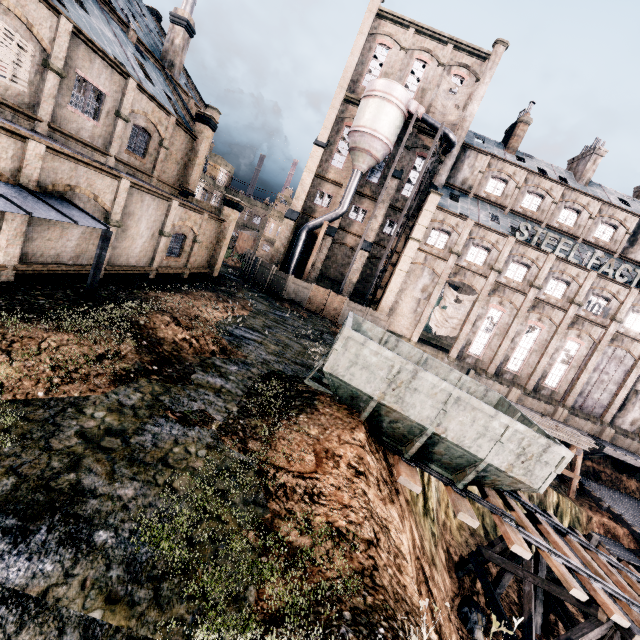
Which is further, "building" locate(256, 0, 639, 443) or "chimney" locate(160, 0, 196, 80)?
"building" locate(256, 0, 639, 443)

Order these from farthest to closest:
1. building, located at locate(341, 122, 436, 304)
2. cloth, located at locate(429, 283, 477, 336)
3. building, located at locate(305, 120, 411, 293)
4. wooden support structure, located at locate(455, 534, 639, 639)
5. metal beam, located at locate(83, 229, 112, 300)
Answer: building, located at locate(305, 120, 411, 293) → building, located at locate(341, 122, 436, 304) → cloth, located at locate(429, 283, 477, 336) → metal beam, located at locate(83, 229, 112, 300) → wooden support structure, located at locate(455, 534, 639, 639)

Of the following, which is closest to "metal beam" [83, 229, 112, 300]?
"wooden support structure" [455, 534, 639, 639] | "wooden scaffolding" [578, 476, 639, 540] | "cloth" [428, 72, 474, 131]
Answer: "wooden support structure" [455, 534, 639, 639]

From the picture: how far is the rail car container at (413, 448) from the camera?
10.1 meters

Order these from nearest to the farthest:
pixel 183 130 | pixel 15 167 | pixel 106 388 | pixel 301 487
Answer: pixel 301 487 → pixel 106 388 → pixel 15 167 → pixel 183 130

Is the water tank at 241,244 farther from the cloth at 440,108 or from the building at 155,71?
the cloth at 440,108

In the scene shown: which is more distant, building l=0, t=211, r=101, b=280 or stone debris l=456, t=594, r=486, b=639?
stone debris l=456, t=594, r=486, b=639

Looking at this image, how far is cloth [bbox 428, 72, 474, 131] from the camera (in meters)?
35.19
